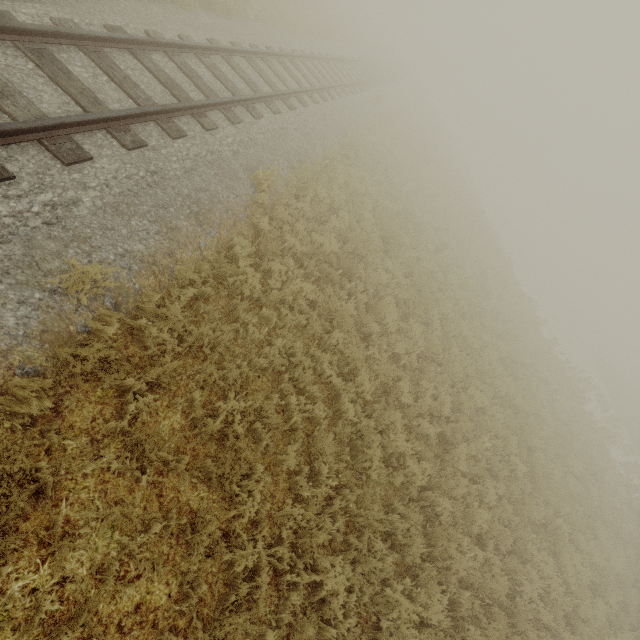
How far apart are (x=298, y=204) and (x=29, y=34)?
5.3 meters
